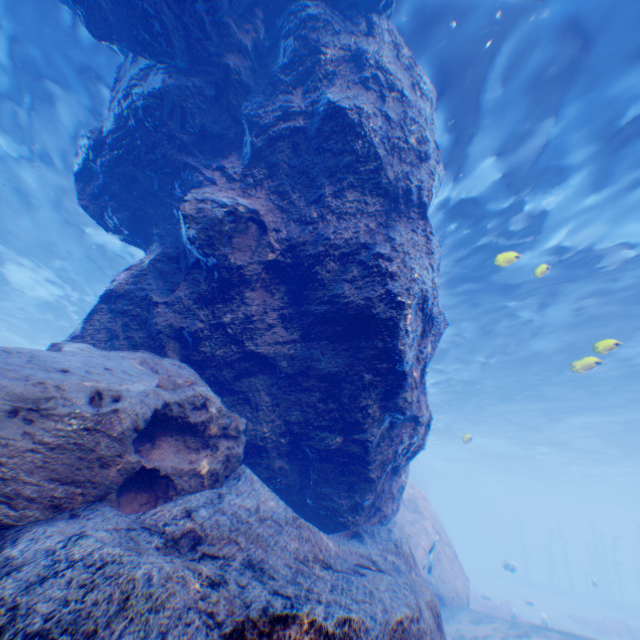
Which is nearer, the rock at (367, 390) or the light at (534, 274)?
the rock at (367, 390)

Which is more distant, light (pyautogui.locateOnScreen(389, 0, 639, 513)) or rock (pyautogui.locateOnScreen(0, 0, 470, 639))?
light (pyautogui.locateOnScreen(389, 0, 639, 513))

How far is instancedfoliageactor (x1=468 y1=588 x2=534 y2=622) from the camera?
16.8 meters

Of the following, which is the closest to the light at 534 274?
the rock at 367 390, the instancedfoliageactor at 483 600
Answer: the rock at 367 390

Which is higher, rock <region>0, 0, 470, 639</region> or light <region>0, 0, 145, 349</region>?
light <region>0, 0, 145, 349</region>

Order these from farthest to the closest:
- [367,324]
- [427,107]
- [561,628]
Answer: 1. [561,628]
2. [427,107]
3. [367,324]

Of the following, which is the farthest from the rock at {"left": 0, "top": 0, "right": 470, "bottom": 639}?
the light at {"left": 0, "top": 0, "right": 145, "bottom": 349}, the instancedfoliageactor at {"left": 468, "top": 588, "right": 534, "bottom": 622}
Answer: the instancedfoliageactor at {"left": 468, "top": 588, "right": 534, "bottom": 622}

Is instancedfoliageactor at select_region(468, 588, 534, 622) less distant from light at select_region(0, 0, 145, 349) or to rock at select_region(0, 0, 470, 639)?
rock at select_region(0, 0, 470, 639)
